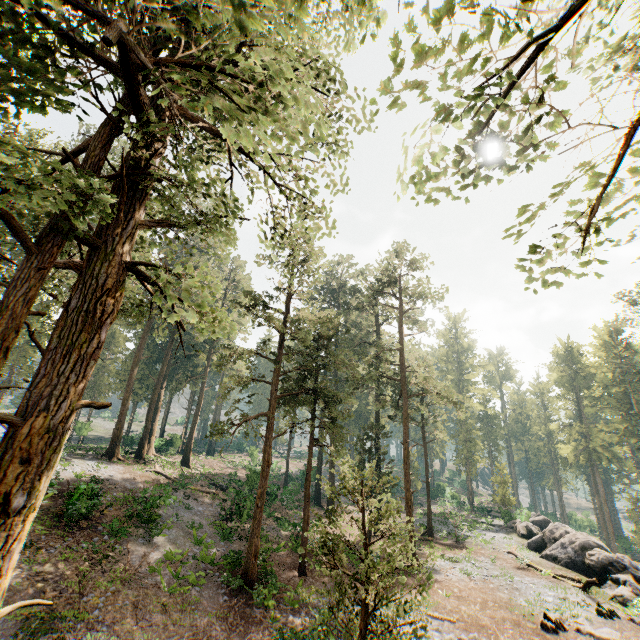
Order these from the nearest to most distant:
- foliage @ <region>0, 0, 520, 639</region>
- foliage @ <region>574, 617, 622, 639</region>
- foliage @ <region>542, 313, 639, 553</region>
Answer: foliage @ <region>0, 0, 520, 639</region> → foliage @ <region>574, 617, 622, 639</region> → foliage @ <region>542, 313, 639, 553</region>

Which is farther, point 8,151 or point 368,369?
point 368,369

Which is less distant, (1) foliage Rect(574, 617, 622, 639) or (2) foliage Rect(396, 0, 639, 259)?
(2) foliage Rect(396, 0, 639, 259)

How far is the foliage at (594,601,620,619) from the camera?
17.0 meters

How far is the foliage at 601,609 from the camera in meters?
17.0 m

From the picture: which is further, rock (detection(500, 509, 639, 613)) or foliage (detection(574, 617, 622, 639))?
rock (detection(500, 509, 639, 613))

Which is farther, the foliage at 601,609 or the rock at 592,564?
the rock at 592,564
